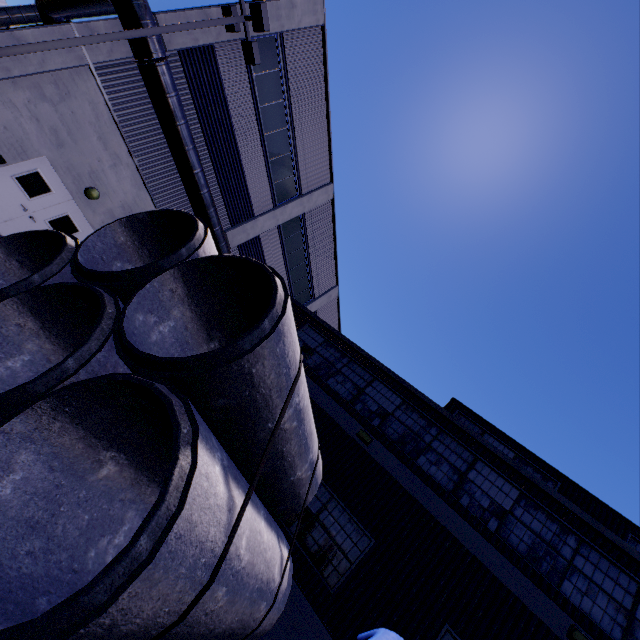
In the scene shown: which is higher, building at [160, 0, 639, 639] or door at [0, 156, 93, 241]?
building at [160, 0, 639, 639]

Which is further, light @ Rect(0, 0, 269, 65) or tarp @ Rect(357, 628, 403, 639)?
light @ Rect(0, 0, 269, 65)

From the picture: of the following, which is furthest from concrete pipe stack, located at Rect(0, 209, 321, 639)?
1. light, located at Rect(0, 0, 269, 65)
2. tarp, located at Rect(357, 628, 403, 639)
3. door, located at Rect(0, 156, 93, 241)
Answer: door, located at Rect(0, 156, 93, 241)

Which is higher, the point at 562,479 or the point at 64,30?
the point at 562,479

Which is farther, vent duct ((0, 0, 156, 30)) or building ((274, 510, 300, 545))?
vent duct ((0, 0, 156, 30))

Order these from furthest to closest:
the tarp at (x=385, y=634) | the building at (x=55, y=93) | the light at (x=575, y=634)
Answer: the building at (x=55, y=93), the light at (x=575, y=634), the tarp at (x=385, y=634)

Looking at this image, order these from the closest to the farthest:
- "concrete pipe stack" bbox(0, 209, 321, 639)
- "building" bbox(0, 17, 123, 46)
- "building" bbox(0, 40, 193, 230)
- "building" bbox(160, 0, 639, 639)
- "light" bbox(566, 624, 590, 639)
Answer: "concrete pipe stack" bbox(0, 209, 321, 639) → "light" bbox(566, 624, 590, 639) → "building" bbox(160, 0, 639, 639) → "building" bbox(0, 17, 123, 46) → "building" bbox(0, 40, 193, 230)

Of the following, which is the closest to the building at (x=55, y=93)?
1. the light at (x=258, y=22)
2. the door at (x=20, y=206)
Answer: the door at (x=20, y=206)
